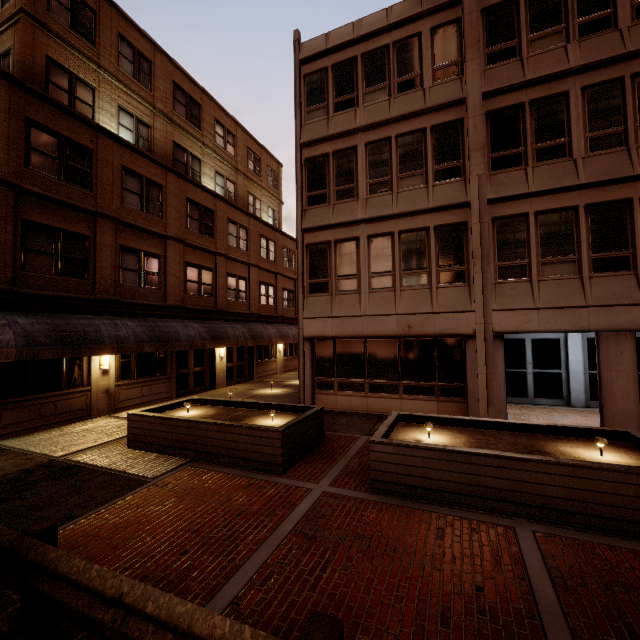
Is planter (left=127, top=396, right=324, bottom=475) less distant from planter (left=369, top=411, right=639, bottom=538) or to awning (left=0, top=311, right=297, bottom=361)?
planter (left=369, top=411, right=639, bottom=538)

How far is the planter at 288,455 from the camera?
7.3m

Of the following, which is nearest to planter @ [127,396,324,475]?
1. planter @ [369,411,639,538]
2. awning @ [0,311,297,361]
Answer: planter @ [369,411,639,538]

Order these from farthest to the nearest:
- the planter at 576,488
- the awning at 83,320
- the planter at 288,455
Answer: the awning at 83,320 → the planter at 288,455 → the planter at 576,488

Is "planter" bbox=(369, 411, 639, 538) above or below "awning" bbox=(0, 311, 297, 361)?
below

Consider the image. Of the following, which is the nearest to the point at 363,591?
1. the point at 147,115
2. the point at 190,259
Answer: the point at 190,259

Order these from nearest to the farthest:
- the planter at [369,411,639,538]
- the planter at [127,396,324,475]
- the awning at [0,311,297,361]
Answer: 1. the planter at [369,411,639,538]
2. the planter at [127,396,324,475]
3. the awning at [0,311,297,361]
